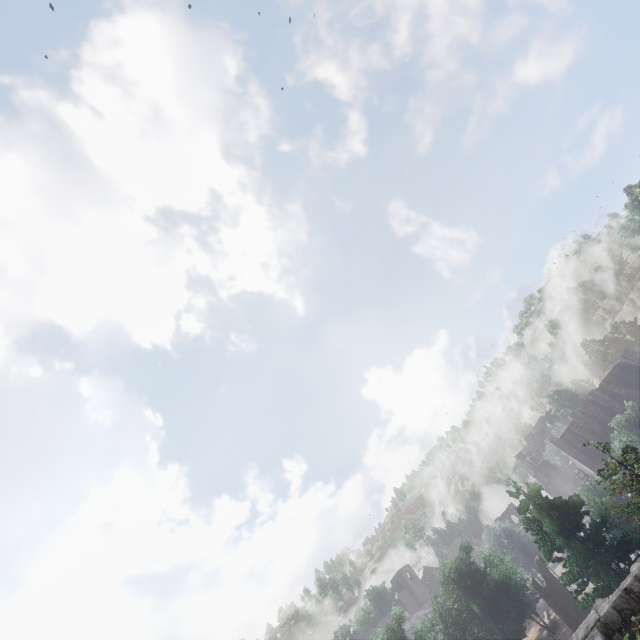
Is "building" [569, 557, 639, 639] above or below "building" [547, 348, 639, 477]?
below

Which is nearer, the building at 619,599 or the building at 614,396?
the building at 619,599

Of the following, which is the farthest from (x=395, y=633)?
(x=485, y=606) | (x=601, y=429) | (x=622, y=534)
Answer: (x=601, y=429)

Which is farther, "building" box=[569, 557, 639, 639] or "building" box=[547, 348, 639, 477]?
"building" box=[547, 348, 639, 477]

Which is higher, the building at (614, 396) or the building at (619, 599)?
the building at (614, 396)
